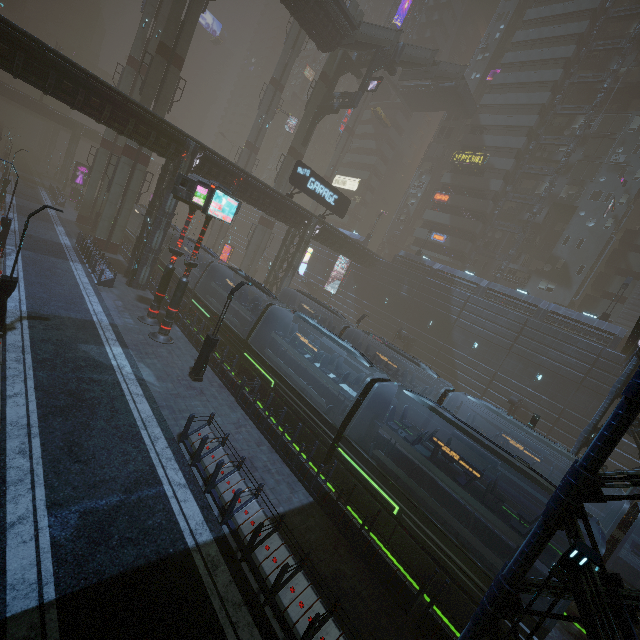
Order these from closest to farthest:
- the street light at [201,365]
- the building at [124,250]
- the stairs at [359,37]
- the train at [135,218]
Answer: the street light at [201,365]
the building at [124,250]
the stairs at [359,37]
the train at [135,218]

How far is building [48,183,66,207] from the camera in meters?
42.2

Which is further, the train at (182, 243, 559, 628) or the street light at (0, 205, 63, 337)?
the street light at (0, 205, 63, 337)

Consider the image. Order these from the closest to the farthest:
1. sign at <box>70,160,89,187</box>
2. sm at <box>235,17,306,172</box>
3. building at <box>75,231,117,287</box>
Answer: building at <box>75,231,117,287</box> < sm at <box>235,17,306,172</box> < sign at <box>70,160,89,187</box>

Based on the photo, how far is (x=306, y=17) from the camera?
30.1 meters

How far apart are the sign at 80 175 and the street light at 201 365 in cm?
5015

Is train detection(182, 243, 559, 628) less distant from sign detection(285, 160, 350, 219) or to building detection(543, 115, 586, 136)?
building detection(543, 115, 586, 136)

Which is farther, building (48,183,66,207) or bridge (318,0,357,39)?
building (48,183,66,207)
